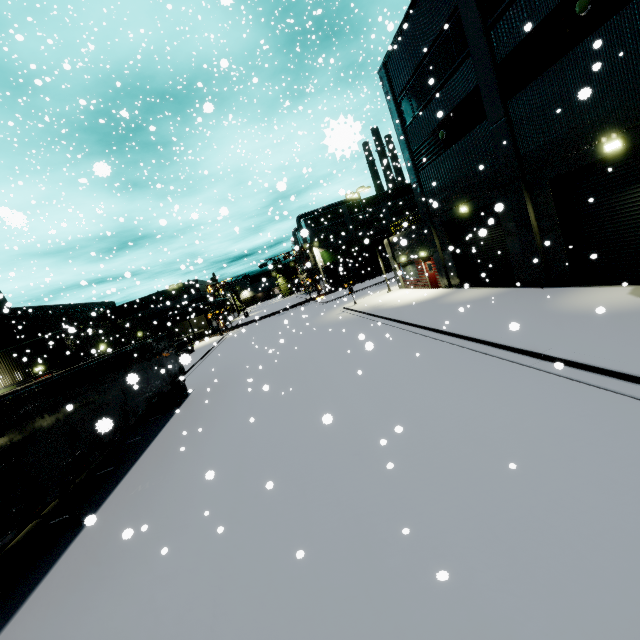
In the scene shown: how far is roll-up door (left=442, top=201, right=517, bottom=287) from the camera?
16.4m

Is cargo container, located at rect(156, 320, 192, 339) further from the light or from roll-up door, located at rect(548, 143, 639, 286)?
the light

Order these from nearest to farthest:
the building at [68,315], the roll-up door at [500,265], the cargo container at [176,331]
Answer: the roll-up door at [500,265] → the building at [68,315] → the cargo container at [176,331]

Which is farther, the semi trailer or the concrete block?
the semi trailer

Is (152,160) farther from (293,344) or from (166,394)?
(293,344)

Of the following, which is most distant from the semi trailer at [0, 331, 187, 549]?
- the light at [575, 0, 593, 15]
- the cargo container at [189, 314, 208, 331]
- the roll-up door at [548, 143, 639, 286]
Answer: the light at [575, 0, 593, 15]

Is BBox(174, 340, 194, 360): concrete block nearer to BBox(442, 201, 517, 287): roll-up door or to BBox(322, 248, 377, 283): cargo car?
BBox(322, 248, 377, 283): cargo car

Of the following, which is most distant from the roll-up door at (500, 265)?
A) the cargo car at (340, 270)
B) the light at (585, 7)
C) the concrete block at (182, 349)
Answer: the concrete block at (182, 349)
